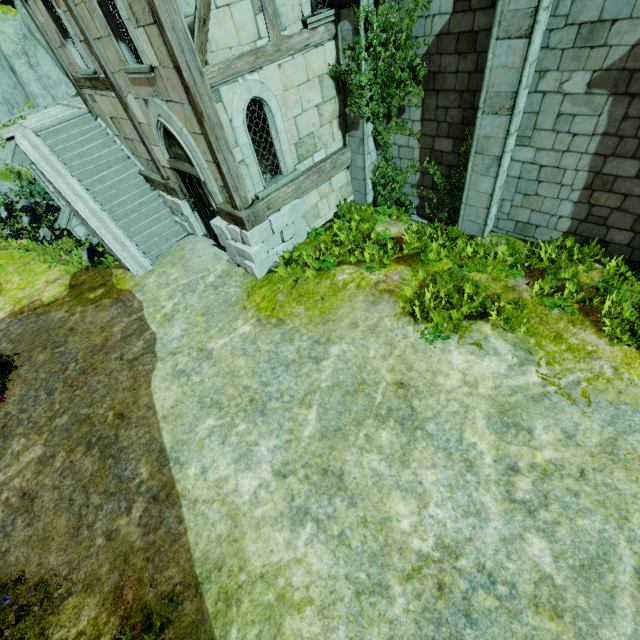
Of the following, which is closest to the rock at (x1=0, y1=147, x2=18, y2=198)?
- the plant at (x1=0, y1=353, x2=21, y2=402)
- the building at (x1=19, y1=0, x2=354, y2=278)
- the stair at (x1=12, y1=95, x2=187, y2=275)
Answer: the stair at (x1=12, y1=95, x2=187, y2=275)

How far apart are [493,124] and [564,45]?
1.42m

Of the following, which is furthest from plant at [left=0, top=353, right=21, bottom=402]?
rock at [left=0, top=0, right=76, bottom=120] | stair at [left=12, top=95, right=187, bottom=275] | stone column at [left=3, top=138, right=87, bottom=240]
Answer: rock at [left=0, top=0, right=76, bottom=120]

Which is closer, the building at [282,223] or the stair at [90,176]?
the building at [282,223]

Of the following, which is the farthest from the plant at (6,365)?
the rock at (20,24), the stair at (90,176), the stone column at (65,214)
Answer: the rock at (20,24)

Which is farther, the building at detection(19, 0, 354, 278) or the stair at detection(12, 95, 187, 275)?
the stair at detection(12, 95, 187, 275)

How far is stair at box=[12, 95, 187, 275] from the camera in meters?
10.5

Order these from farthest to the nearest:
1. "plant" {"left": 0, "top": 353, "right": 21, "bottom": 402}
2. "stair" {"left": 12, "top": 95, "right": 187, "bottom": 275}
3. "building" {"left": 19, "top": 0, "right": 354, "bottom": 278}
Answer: "stair" {"left": 12, "top": 95, "right": 187, "bottom": 275}
"plant" {"left": 0, "top": 353, "right": 21, "bottom": 402}
"building" {"left": 19, "top": 0, "right": 354, "bottom": 278}
